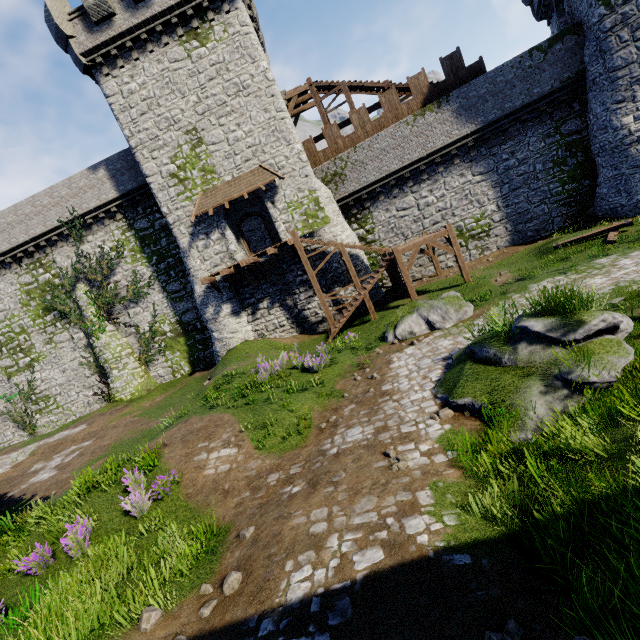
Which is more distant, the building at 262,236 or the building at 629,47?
the building at 262,236

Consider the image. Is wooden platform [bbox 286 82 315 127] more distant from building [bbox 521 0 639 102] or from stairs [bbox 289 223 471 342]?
building [bbox 521 0 639 102]

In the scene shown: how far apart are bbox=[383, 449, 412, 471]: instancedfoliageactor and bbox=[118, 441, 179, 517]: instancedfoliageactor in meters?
5.7

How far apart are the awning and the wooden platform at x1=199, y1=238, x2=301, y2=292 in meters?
3.1 m

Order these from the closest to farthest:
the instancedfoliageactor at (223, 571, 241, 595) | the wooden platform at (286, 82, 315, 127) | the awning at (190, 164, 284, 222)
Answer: the instancedfoliageactor at (223, 571, 241, 595) → the awning at (190, 164, 284, 222) → the wooden platform at (286, 82, 315, 127)

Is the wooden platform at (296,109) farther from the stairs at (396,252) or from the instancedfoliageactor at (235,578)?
the instancedfoliageactor at (235,578)

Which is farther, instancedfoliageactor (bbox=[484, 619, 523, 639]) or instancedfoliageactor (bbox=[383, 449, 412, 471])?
instancedfoliageactor (bbox=[383, 449, 412, 471])

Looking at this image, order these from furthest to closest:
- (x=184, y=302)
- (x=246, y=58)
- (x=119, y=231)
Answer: (x=184, y=302)
(x=119, y=231)
(x=246, y=58)
